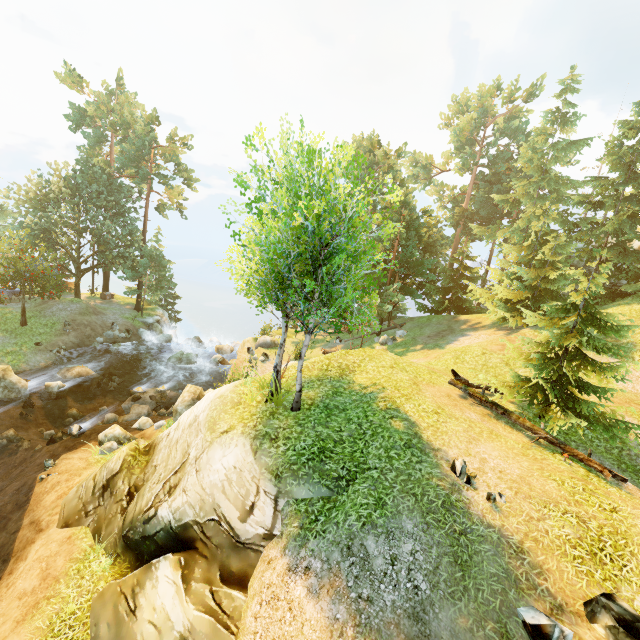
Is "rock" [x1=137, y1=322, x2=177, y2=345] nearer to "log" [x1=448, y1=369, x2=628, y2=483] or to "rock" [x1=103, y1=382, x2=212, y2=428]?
"rock" [x1=103, y1=382, x2=212, y2=428]

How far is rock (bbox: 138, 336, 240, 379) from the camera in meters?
28.3

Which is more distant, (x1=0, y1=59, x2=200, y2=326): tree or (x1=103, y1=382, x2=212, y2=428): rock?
(x1=0, y1=59, x2=200, y2=326): tree

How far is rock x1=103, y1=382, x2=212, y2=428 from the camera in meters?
17.8 m

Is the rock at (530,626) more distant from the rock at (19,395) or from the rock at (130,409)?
the rock at (19,395)

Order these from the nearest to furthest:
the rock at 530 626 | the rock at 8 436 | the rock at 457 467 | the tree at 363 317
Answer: the rock at 530 626
the rock at 457 467
the tree at 363 317
the rock at 8 436

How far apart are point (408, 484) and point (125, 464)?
10.6m
